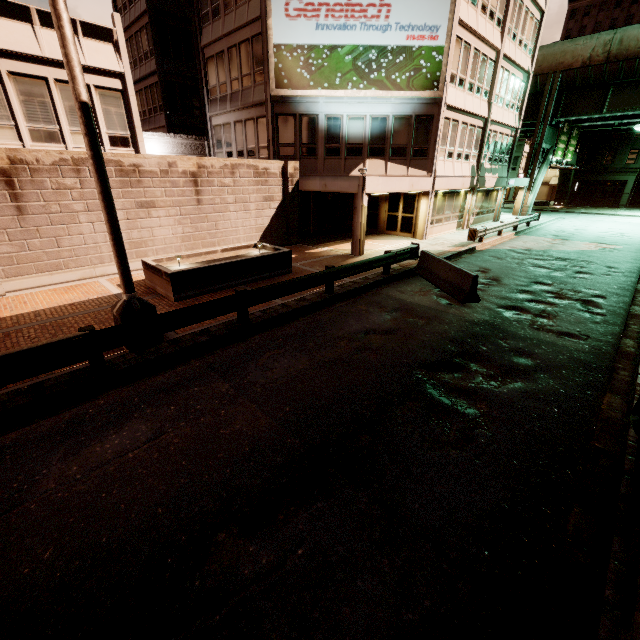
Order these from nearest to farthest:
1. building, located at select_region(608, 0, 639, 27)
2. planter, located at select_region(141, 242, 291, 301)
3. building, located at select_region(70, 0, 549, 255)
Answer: planter, located at select_region(141, 242, 291, 301) → building, located at select_region(70, 0, 549, 255) → building, located at select_region(608, 0, 639, 27)

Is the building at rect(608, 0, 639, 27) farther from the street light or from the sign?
the street light

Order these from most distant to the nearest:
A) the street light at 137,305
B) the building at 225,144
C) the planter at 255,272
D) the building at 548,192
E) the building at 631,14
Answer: the building at 631,14
the building at 548,192
the building at 225,144
the planter at 255,272
the street light at 137,305

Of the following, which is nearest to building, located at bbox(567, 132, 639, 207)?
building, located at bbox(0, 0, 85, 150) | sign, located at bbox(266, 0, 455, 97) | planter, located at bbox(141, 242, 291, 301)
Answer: building, located at bbox(0, 0, 85, 150)

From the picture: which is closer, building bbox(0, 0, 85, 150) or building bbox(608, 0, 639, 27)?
building bbox(0, 0, 85, 150)

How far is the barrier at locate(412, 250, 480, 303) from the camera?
10.78m

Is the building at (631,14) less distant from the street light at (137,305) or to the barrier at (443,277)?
the barrier at (443,277)

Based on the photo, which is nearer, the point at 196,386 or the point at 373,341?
the point at 196,386
